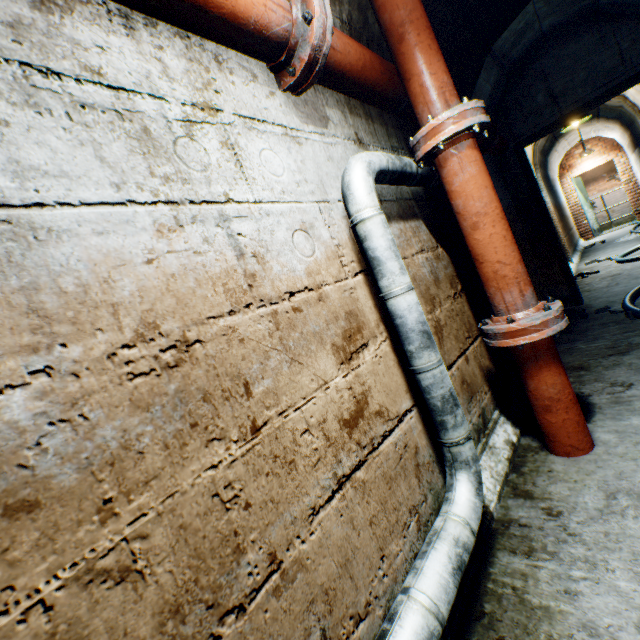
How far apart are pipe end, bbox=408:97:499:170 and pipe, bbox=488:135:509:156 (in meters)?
2.13

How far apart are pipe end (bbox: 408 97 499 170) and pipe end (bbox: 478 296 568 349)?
0.89m

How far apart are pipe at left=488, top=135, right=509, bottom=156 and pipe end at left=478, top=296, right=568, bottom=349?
2.5m

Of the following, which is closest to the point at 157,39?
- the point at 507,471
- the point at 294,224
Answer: the point at 294,224

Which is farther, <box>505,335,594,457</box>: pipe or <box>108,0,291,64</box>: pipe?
<box>505,335,594,457</box>: pipe

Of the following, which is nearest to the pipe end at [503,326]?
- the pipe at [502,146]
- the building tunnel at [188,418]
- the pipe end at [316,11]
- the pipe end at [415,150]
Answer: the building tunnel at [188,418]

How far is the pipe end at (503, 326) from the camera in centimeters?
152cm

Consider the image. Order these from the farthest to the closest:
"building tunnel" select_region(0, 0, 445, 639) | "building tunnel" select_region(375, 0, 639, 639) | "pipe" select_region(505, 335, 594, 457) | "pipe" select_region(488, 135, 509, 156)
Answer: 1. "pipe" select_region(488, 135, 509, 156)
2. "pipe" select_region(505, 335, 594, 457)
3. "building tunnel" select_region(375, 0, 639, 639)
4. "building tunnel" select_region(0, 0, 445, 639)
